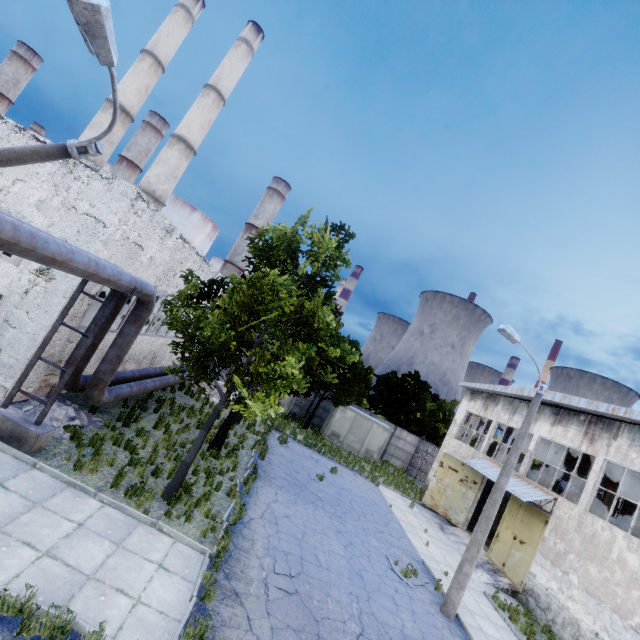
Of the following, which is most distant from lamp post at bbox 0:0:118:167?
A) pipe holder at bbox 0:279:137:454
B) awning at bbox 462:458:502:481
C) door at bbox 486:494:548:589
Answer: door at bbox 486:494:548:589

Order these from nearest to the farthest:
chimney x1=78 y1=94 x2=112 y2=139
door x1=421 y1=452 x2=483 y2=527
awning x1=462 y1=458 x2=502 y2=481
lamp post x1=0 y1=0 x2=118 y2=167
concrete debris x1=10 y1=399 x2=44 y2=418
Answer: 1. lamp post x1=0 y1=0 x2=118 y2=167
2. concrete debris x1=10 y1=399 x2=44 y2=418
3. awning x1=462 y1=458 x2=502 y2=481
4. door x1=421 y1=452 x2=483 y2=527
5. chimney x1=78 y1=94 x2=112 y2=139

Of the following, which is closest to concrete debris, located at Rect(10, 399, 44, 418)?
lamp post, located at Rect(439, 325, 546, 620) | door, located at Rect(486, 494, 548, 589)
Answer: lamp post, located at Rect(439, 325, 546, 620)

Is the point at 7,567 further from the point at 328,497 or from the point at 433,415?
the point at 433,415

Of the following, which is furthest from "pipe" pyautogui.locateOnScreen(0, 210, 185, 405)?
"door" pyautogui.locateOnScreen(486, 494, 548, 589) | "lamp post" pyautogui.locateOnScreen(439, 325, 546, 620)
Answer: "door" pyautogui.locateOnScreen(486, 494, 548, 589)

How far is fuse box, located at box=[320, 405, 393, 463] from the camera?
28.2m

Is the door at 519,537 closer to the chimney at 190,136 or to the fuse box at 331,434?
the fuse box at 331,434

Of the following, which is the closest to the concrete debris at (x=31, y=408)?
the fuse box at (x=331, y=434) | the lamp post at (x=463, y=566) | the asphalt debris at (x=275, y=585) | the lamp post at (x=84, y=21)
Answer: the lamp post at (x=84, y=21)
